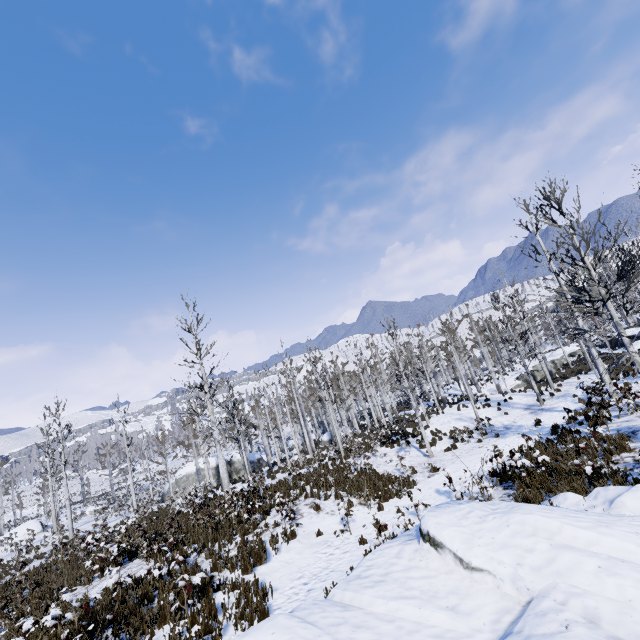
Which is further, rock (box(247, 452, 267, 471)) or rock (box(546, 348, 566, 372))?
rock (box(247, 452, 267, 471))

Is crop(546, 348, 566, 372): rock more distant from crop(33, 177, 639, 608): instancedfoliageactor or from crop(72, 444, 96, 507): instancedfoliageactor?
crop(72, 444, 96, 507): instancedfoliageactor

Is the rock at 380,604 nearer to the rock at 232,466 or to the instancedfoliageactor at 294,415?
the instancedfoliageactor at 294,415

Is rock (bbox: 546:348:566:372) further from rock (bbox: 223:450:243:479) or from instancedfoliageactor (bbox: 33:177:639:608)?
rock (bbox: 223:450:243:479)

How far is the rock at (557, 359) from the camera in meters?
35.3 m

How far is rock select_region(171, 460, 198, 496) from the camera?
34.8m

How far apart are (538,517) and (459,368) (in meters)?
20.52
